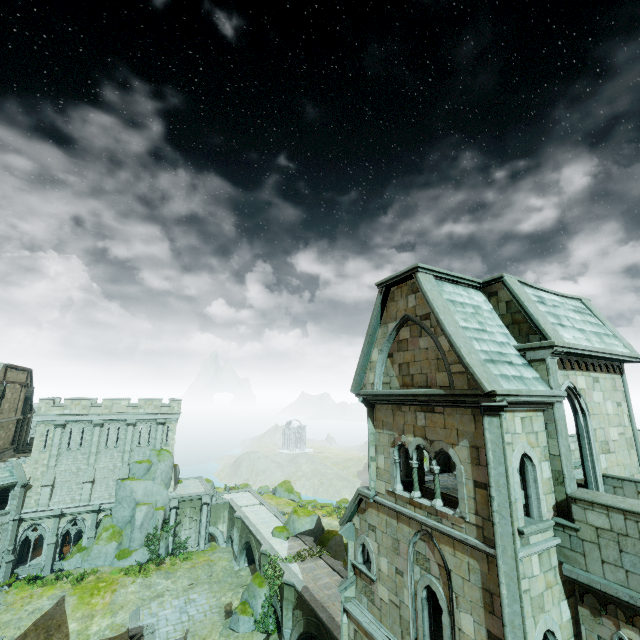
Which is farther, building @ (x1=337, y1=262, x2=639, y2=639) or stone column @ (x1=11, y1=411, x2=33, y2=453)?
stone column @ (x1=11, y1=411, x2=33, y2=453)

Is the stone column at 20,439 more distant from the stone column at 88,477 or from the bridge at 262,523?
the bridge at 262,523

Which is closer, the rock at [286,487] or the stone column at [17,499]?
the stone column at [17,499]

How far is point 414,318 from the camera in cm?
1177

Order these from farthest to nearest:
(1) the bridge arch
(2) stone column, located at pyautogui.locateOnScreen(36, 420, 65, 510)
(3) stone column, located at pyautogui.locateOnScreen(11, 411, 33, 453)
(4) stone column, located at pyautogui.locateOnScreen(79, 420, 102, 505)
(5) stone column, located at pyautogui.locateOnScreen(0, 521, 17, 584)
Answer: (3) stone column, located at pyautogui.locateOnScreen(11, 411, 33, 453) → (1) the bridge arch → (4) stone column, located at pyautogui.locateOnScreen(79, 420, 102, 505) → (2) stone column, located at pyautogui.locateOnScreen(36, 420, 65, 510) → (5) stone column, located at pyautogui.locateOnScreen(0, 521, 17, 584)

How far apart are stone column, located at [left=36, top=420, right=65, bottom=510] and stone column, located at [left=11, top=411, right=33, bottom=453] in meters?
12.7

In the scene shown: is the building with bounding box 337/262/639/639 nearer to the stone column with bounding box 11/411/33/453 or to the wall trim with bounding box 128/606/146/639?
the wall trim with bounding box 128/606/146/639

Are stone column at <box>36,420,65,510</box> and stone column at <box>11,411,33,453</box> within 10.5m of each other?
no
